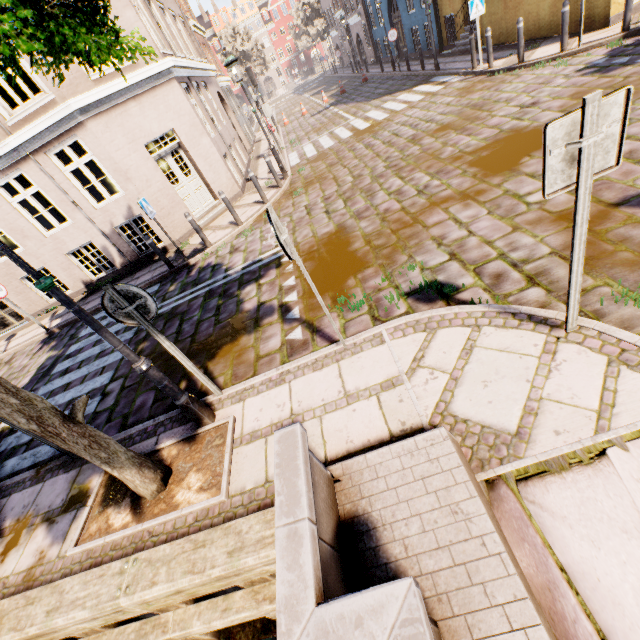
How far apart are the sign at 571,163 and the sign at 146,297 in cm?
363

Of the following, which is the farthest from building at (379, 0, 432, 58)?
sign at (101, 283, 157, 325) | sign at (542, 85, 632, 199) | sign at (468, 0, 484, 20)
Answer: sign at (542, 85, 632, 199)

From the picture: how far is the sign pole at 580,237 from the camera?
2.1m

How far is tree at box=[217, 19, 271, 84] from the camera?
45.7m

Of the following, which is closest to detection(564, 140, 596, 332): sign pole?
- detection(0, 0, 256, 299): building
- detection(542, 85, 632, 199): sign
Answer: detection(542, 85, 632, 199): sign

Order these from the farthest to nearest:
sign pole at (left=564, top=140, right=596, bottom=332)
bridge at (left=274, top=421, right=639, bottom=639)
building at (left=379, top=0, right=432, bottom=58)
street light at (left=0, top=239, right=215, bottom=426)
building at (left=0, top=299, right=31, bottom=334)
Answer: building at (left=379, top=0, right=432, bottom=58)
building at (left=0, top=299, right=31, bottom=334)
street light at (left=0, top=239, right=215, bottom=426)
sign pole at (left=564, top=140, right=596, bottom=332)
bridge at (left=274, top=421, right=639, bottom=639)

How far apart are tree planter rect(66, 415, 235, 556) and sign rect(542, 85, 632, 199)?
3.7 meters

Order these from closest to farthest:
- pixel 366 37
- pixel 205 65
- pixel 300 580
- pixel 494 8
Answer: pixel 300 580 → pixel 494 8 → pixel 205 65 → pixel 366 37
